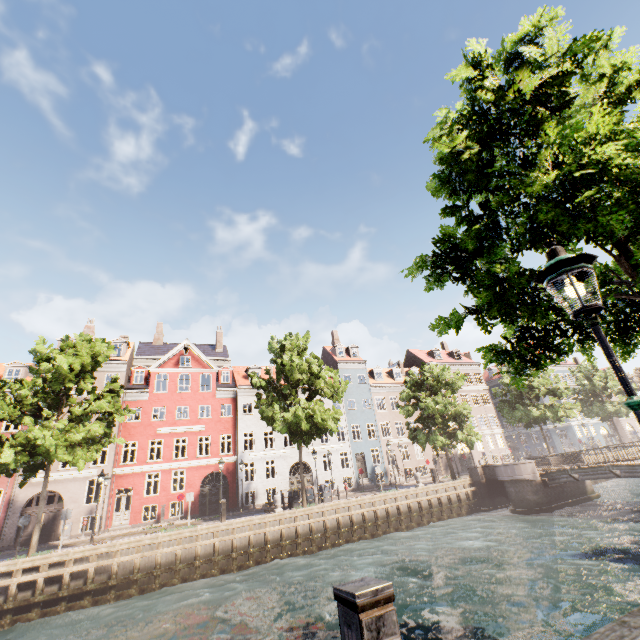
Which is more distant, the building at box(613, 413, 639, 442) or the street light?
the building at box(613, 413, 639, 442)

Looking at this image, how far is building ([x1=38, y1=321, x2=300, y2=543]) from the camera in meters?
25.0 m

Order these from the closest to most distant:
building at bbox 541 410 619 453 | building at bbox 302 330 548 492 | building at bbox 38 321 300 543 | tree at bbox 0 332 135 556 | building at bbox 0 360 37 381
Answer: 1. tree at bbox 0 332 135 556
2. building at bbox 38 321 300 543
3. building at bbox 0 360 37 381
4. building at bbox 302 330 548 492
5. building at bbox 541 410 619 453

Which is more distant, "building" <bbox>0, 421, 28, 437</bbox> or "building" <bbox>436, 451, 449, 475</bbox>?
"building" <bbox>436, 451, 449, 475</bbox>

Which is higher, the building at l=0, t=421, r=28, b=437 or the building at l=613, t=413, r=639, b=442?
the building at l=0, t=421, r=28, b=437

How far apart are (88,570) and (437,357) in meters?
42.5 m

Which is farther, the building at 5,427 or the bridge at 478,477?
the building at 5,427

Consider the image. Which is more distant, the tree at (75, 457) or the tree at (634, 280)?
the tree at (75, 457)
